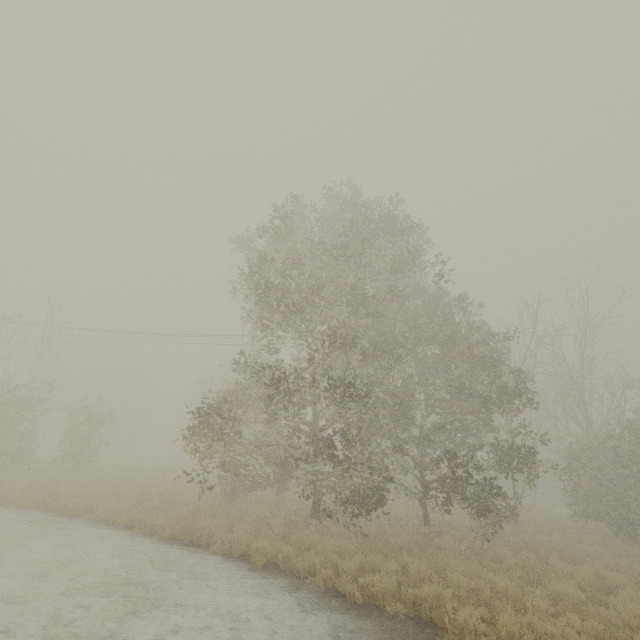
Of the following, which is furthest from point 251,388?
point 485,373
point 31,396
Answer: point 31,396
